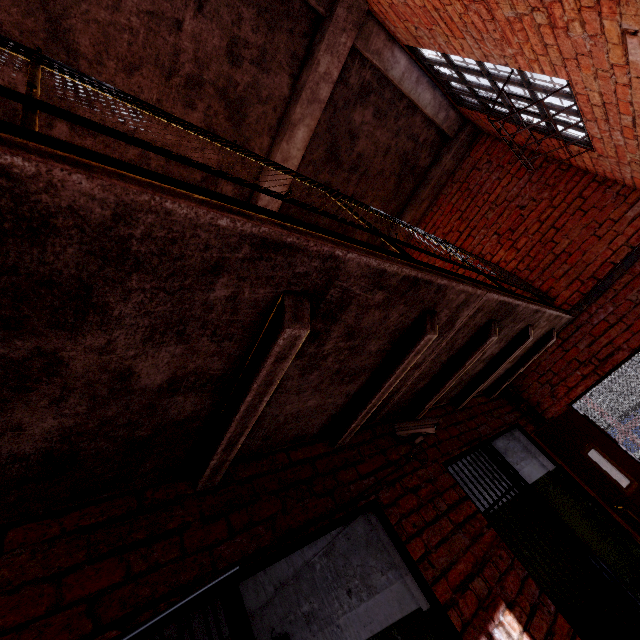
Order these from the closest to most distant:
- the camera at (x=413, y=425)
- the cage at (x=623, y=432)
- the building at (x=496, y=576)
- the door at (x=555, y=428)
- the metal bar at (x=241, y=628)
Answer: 1. the metal bar at (x=241, y=628)
2. the building at (x=496, y=576)
3. the camera at (x=413, y=425)
4. the door at (x=555, y=428)
5. the cage at (x=623, y=432)

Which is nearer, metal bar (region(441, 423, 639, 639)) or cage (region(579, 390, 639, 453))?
metal bar (region(441, 423, 639, 639))

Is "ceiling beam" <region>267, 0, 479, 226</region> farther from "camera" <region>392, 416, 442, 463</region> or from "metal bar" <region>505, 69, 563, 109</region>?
"camera" <region>392, 416, 442, 463</region>

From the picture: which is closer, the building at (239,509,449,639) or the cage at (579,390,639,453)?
the building at (239,509,449,639)

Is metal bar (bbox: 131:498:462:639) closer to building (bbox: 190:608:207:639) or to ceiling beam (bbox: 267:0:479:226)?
building (bbox: 190:608:207:639)

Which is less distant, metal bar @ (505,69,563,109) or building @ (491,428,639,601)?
metal bar @ (505,69,563,109)

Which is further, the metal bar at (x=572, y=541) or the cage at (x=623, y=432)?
the cage at (x=623, y=432)

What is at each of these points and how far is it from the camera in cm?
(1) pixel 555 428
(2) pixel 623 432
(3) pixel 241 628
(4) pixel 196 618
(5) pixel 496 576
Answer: (1) door, 381
(2) cage, 593
(3) metal bar, 133
(4) building, 395
(5) building, 210
